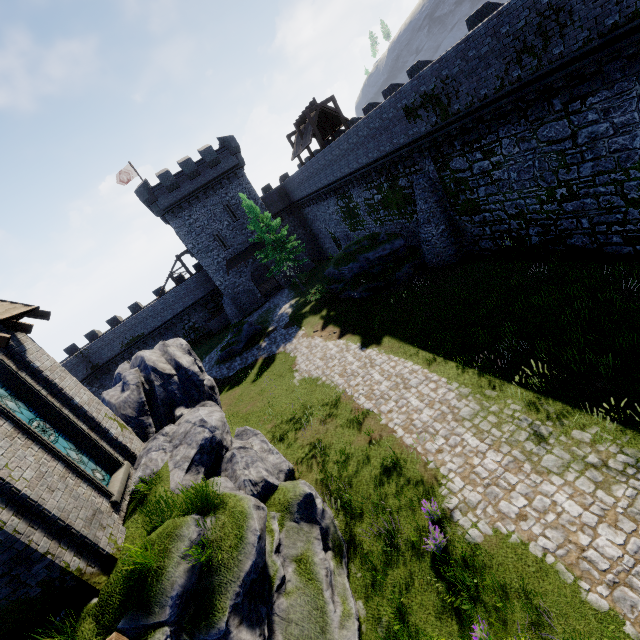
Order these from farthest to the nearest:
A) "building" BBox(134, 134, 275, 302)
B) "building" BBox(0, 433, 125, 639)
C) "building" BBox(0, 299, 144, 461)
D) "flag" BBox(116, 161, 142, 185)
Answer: "flag" BBox(116, 161, 142, 185), "building" BBox(134, 134, 275, 302), "building" BBox(0, 299, 144, 461), "building" BBox(0, 433, 125, 639)

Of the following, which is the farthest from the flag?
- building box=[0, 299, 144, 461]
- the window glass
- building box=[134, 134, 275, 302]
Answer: the window glass

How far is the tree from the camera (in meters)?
29.16

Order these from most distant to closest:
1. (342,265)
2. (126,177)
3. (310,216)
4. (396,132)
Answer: (310,216), (126,177), (342,265), (396,132)

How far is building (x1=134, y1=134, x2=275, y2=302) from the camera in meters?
33.1 m

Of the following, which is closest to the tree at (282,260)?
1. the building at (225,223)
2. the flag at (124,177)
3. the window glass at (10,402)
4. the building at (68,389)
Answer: the building at (225,223)

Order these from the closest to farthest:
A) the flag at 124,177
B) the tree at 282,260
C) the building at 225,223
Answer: the tree at 282,260, the building at 225,223, the flag at 124,177

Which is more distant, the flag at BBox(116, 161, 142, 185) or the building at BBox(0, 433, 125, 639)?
the flag at BBox(116, 161, 142, 185)
